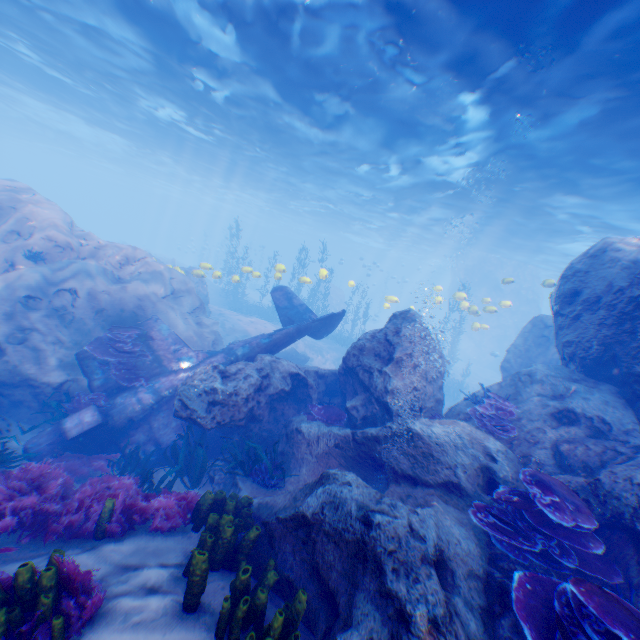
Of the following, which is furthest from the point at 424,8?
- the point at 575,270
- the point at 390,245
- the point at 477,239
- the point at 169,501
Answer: the point at 390,245

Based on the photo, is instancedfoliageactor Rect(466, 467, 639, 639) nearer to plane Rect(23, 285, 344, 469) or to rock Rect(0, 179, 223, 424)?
rock Rect(0, 179, 223, 424)

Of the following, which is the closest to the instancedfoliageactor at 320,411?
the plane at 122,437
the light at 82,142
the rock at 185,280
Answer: the rock at 185,280

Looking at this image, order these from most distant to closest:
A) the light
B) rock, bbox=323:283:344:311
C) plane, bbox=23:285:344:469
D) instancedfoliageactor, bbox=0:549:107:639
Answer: rock, bbox=323:283:344:311 → the light → plane, bbox=23:285:344:469 → instancedfoliageactor, bbox=0:549:107:639

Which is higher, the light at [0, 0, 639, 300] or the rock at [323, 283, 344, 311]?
the light at [0, 0, 639, 300]

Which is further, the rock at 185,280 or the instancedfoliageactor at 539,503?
the rock at 185,280

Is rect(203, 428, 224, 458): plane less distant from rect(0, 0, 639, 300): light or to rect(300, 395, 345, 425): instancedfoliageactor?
rect(0, 0, 639, 300): light

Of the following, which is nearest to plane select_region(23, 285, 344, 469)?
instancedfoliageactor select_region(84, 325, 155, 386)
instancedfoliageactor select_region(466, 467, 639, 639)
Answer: instancedfoliageactor select_region(84, 325, 155, 386)
